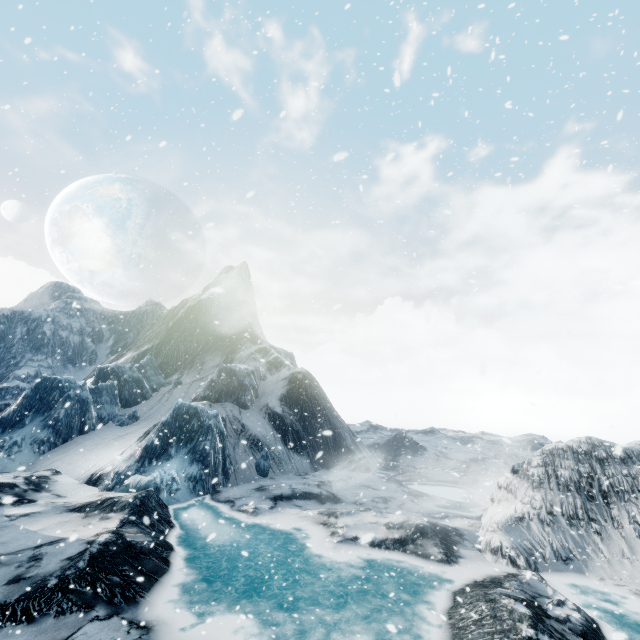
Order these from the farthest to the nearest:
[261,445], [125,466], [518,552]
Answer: Answer: [261,445] → [125,466] → [518,552]
